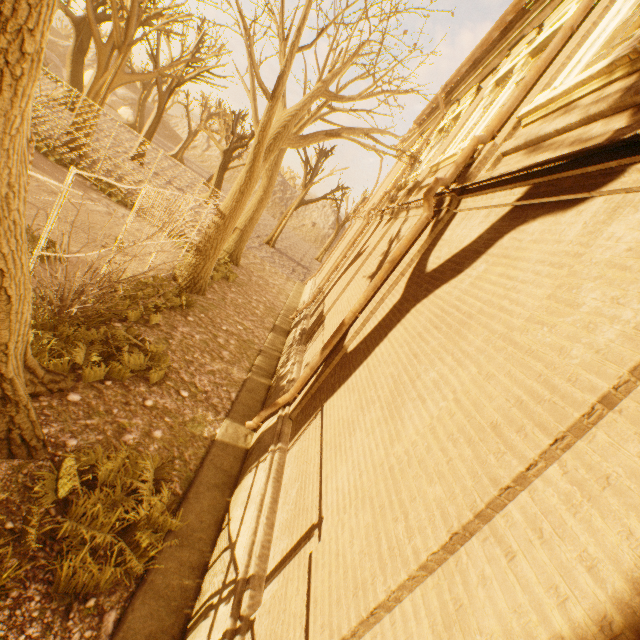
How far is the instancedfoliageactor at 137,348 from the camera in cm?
534

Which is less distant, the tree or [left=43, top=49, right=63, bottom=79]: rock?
the tree

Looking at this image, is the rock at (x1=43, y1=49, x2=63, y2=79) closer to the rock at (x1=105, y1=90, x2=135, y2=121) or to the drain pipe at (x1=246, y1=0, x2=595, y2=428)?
the rock at (x1=105, y1=90, x2=135, y2=121)

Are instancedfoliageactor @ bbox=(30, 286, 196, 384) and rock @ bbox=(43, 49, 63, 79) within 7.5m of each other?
no

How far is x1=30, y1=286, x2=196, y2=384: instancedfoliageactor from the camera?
5.3m

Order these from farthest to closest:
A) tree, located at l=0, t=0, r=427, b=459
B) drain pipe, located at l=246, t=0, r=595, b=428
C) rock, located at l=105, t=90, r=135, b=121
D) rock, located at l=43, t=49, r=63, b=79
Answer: rock, located at l=105, t=90, r=135, b=121 < rock, located at l=43, t=49, r=63, b=79 < drain pipe, located at l=246, t=0, r=595, b=428 < tree, located at l=0, t=0, r=427, b=459

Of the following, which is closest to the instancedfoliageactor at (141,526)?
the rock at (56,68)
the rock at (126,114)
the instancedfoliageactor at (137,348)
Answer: the instancedfoliageactor at (137,348)

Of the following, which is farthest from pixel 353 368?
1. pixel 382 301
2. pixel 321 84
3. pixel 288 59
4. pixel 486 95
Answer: pixel 321 84
